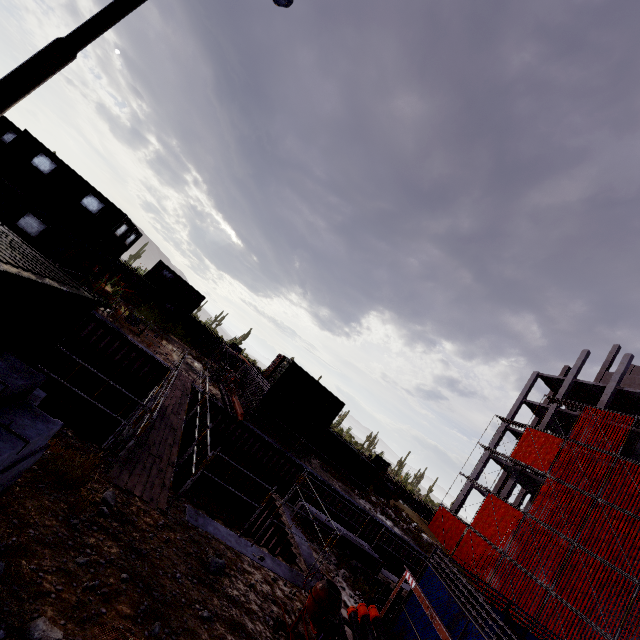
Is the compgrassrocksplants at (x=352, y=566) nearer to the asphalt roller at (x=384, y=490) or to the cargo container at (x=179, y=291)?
the cargo container at (x=179, y=291)

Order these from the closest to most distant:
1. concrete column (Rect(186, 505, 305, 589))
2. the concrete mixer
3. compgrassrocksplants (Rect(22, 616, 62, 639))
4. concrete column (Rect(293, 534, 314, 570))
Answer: compgrassrocksplants (Rect(22, 616, 62, 639)) → the concrete mixer → concrete column (Rect(186, 505, 305, 589)) → concrete column (Rect(293, 534, 314, 570))

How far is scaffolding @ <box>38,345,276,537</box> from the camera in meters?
6.6 m

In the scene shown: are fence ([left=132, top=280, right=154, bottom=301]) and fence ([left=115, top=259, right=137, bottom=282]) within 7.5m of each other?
yes

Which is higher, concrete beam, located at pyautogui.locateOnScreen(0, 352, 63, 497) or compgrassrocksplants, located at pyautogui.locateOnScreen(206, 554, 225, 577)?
concrete beam, located at pyautogui.locateOnScreen(0, 352, 63, 497)

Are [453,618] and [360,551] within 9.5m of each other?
yes

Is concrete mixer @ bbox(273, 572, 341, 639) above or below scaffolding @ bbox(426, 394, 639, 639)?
below

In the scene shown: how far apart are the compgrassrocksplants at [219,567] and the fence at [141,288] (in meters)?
36.07
